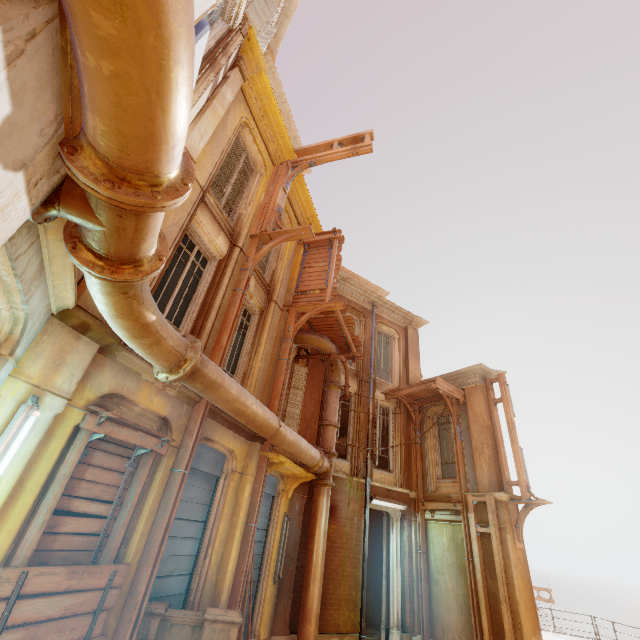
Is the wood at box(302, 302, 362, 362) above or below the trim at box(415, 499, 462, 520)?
above

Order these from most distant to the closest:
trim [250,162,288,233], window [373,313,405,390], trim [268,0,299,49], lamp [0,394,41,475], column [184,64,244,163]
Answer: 1. window [373,313,405,390]
2. trim [268,0,299,49]
3. trim [250,162,288,233]
4. column [184,64,244,163]
5. lamp [0,394,41,475]

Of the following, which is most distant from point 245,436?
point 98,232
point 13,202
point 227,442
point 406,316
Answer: point 406,316

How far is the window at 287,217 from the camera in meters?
11.1

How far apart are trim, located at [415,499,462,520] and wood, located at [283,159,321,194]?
11.5m

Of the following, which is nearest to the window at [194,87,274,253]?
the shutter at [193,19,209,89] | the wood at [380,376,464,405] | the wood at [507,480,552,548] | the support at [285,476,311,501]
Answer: the shutter at [193,19,209,89]

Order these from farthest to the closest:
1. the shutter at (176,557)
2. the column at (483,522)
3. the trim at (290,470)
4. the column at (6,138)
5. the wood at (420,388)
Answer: the wood at (420,388) < the column at (483,522) < the trim at (290,470) < the shutter at (176,557) < the column at (6,138)

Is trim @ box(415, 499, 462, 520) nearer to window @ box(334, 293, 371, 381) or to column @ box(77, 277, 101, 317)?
window @ box(334, 293, 371, 381)
